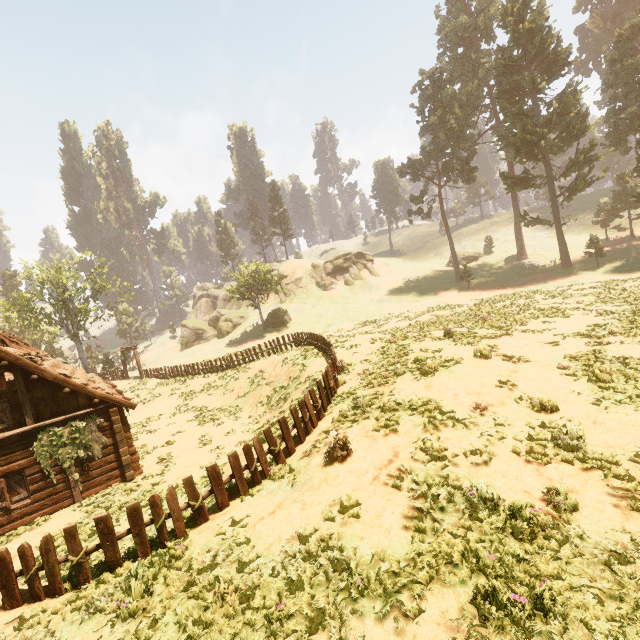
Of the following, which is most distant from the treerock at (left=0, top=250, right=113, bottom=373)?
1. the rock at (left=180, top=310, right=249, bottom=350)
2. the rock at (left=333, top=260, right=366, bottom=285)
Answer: the rock at (left=333, top=260, right=366, bottom=285)

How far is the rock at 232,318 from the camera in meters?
56.0 m

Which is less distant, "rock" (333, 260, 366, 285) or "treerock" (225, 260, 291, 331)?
"treerock" (225, 260, 291, 331)

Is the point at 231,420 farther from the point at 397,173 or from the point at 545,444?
the point at 397,173

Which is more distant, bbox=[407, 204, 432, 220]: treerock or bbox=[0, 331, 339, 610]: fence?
bbox=[407, 204, 432, 220]: treerock

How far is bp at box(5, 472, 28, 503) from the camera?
12.45m

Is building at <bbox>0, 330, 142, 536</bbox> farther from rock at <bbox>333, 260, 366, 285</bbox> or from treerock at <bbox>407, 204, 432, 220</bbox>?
rock at <bbox>333, 260, 366, 285</bbox>

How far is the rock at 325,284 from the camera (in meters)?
56.75
